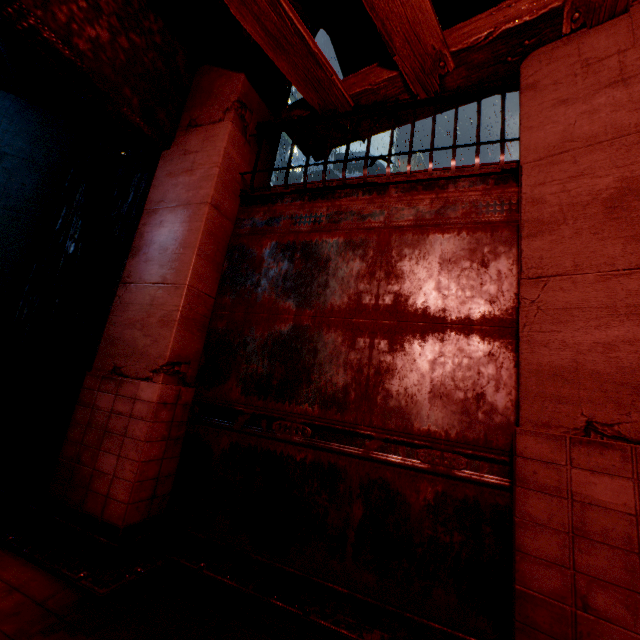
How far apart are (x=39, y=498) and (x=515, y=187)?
6.1m
